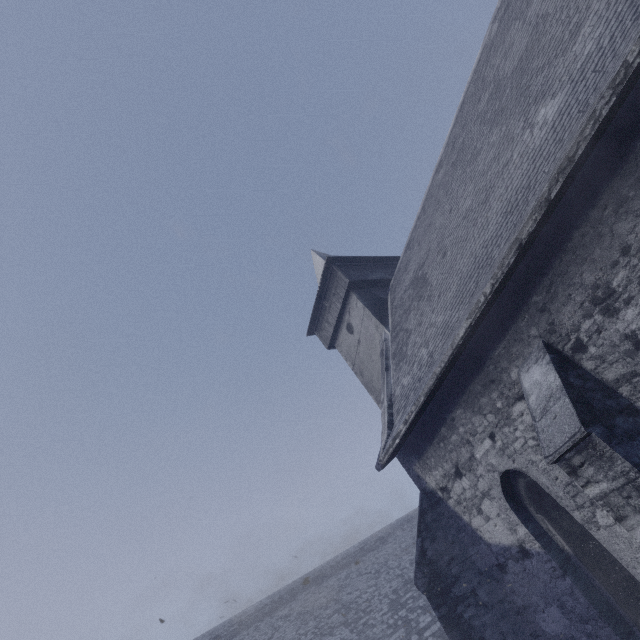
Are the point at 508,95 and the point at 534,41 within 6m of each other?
yes
